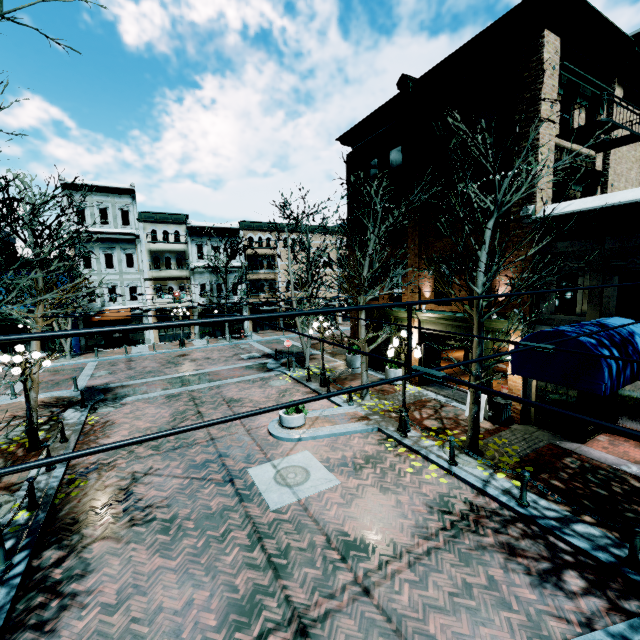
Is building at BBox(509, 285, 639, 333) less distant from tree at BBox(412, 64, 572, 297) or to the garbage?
the garbage

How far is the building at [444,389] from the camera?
14.5 meters

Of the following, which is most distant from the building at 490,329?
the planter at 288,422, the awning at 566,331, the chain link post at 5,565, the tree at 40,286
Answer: the planter at 288,422

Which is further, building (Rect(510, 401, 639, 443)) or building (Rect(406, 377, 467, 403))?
building (Rect(406, 377, 467, 403))

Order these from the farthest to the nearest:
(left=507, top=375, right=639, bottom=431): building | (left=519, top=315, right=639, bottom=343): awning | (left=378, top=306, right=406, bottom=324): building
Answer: A:
(left=378, top=306, right=406, bottom=324): building
(left=507, top=375, right=639, bottom=431): building
(left=519, top=315, right=639, bottom=343): awning

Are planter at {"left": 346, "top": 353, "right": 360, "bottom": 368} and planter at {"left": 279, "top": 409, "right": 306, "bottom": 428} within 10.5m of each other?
yes

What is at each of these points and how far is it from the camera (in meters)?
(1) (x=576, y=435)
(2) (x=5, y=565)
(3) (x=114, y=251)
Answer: (1) building, 10.52
(2) chain link post, 6.37
(3) building, 28.75

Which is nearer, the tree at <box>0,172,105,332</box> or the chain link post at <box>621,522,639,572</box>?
the tree at <box>0,172,105,332</box>
